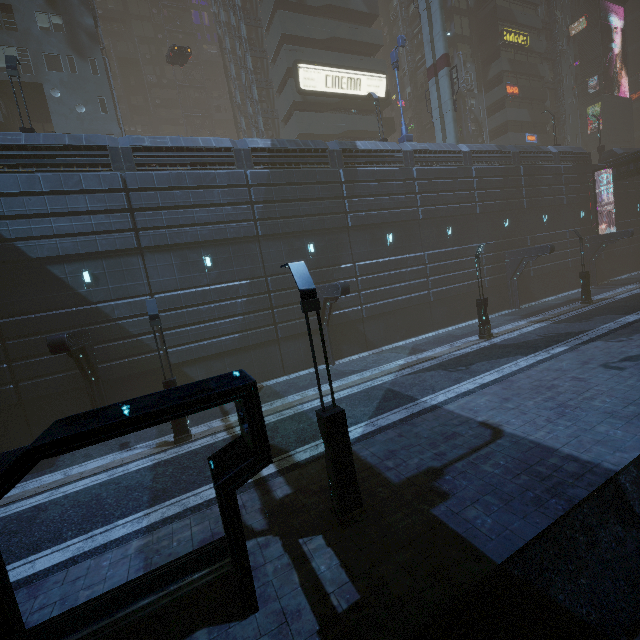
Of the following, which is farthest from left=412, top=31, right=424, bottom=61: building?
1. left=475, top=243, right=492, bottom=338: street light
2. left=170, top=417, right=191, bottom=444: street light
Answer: left=475, top=243, right=492, bottom=338: street light

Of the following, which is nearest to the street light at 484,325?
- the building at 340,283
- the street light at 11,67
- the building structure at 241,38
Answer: the building at 340,283

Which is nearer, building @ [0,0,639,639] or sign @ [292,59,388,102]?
building @ [0,0,639,639]

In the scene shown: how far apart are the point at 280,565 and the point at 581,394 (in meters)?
10.68

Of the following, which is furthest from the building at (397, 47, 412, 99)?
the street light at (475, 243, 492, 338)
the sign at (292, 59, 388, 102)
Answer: the street light at (475, 243, 492, 338)

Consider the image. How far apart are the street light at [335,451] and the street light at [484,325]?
15.1m

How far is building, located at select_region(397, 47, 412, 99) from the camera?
45.5m

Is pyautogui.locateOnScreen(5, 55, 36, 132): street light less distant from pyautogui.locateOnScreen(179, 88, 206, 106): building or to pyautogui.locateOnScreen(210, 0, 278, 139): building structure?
pyautogui.locateOnScreen(179, 88, 206, 106): building
